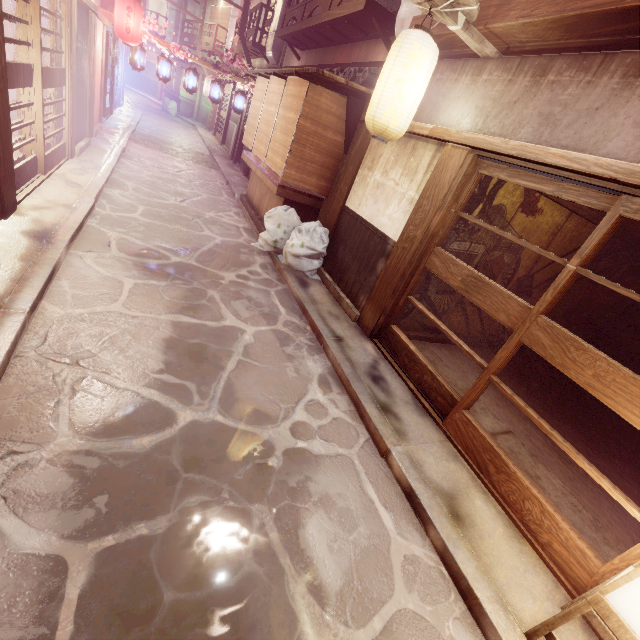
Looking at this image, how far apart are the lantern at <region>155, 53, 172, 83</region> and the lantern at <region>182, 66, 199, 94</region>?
0.66m

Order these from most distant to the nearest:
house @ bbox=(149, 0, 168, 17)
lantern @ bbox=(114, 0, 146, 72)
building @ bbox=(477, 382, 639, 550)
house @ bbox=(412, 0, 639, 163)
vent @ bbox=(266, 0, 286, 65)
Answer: house @ bbox=(149, 0, 168, 17), vent @ bbox=(266, 0, 286, 65), lantern @ bbox=(114, 0, 146, 72), building @ bbox=(477, 382, 639, 550), house @ bbox=(412, 0, 639, 163)

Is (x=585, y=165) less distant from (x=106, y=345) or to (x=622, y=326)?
(x=106, y=345)

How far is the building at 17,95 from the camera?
14.1 meters

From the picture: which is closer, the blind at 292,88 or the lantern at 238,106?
the blind at 292,88

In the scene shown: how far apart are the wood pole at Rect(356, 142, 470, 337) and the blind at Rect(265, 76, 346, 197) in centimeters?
464cm

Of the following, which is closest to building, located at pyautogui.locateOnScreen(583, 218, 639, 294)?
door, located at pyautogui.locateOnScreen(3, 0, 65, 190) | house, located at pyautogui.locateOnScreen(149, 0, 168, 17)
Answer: door, located at pyautogui.locateOnScreen(3, 0, 65, 190)

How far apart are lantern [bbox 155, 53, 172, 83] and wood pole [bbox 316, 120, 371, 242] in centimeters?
1533cm
